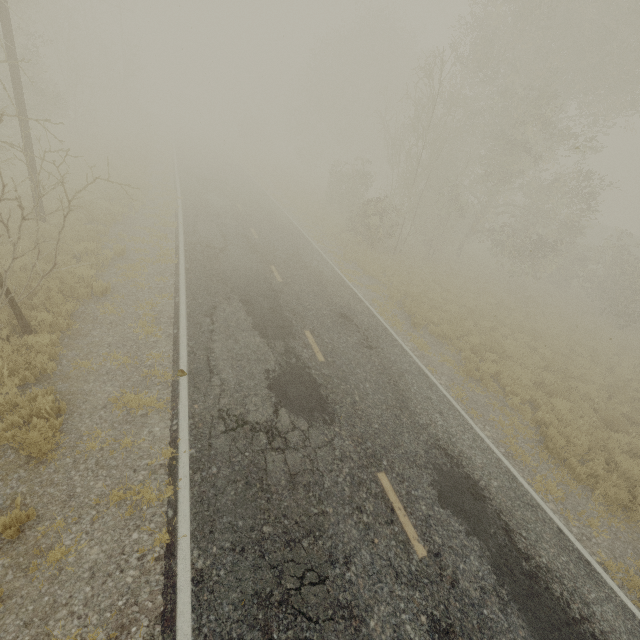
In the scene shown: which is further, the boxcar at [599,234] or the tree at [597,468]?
the boxcar at [599,234]

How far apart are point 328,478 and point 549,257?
22.05m

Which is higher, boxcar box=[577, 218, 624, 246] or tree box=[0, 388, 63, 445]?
boxcar box=[577, 218, 624, 246]

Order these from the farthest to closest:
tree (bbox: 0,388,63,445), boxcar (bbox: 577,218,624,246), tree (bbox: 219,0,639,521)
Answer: boxcar (bbox: 577,218,624,246), tree (bbox: 219,0,639,521), tree (bbox: 0,388,63,445)

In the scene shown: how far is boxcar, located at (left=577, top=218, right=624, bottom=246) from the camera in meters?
35.5

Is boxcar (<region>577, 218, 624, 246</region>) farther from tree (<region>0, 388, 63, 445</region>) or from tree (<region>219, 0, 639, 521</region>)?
tree (<region>0, 388, 63, 445</region>)

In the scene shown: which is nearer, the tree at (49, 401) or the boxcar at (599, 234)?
the tree at (49, 401)

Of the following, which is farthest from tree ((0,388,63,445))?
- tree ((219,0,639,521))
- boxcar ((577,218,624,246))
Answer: boxcar ((577,218,624,246))
